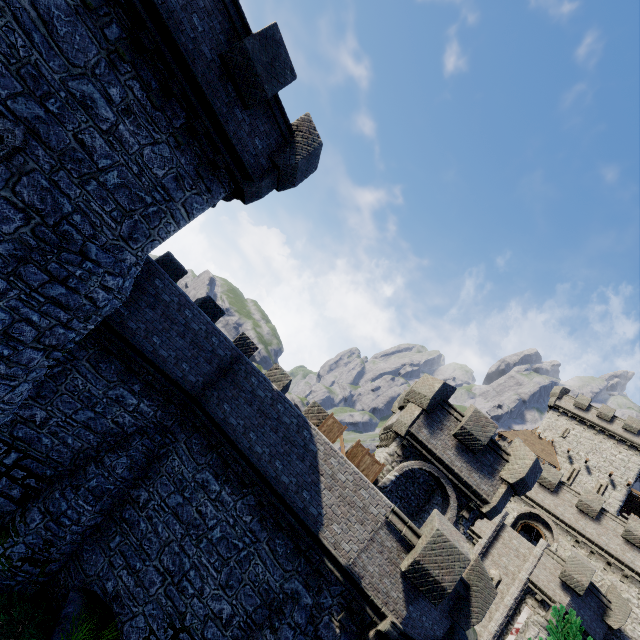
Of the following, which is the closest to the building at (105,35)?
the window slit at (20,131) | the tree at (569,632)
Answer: the window slit at (20,131)

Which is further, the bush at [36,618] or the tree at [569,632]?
the bush at [36,618]

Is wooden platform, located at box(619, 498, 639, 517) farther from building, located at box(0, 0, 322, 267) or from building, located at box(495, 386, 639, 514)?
building, located at box(0, 0, 322, 267)

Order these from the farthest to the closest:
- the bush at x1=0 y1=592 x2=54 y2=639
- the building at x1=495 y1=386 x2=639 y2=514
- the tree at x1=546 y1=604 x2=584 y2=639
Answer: the building at x1=495 y1=386 x2=639 y2=514, the bush at x1=0 y1=592 x2=54 y2=639, the tree at x1=546 y1=604 x2=584 y2=639

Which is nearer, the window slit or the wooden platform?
the window slit

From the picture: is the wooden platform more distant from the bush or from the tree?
the bush

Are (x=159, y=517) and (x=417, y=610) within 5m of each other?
no

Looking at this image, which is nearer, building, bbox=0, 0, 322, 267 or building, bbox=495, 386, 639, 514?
building, bbox=0, 0, 322, 267
